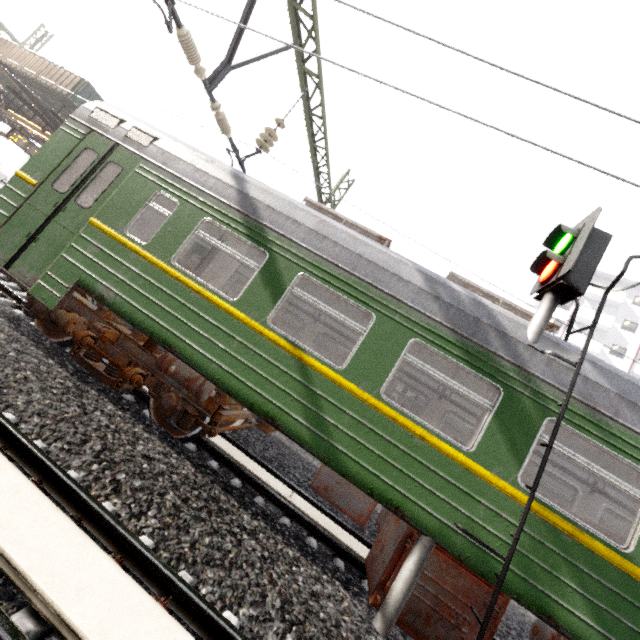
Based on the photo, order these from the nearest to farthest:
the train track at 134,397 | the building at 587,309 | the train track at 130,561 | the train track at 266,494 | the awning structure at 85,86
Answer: the train track at 130,561 < the train track at 266,494 < the train track at 134,397 < the awning structure at 85,86 < the building at 587,309

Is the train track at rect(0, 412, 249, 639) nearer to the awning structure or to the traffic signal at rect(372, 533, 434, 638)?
the traffic signal at rect(372, 533, 434, 638)

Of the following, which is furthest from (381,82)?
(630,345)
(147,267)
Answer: (630,345)

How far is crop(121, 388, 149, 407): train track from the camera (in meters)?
5.75

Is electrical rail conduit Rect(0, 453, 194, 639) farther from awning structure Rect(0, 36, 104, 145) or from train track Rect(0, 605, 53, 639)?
awning structure Rect(0, 36, 104, 145)

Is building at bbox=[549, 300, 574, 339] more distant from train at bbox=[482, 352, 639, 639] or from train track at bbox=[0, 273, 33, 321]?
train track at bbox=[0, 273, 33, 321]

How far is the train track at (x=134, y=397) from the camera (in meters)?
5.75

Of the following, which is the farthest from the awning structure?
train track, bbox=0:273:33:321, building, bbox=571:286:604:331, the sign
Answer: building, bbox=571:286:604:331
